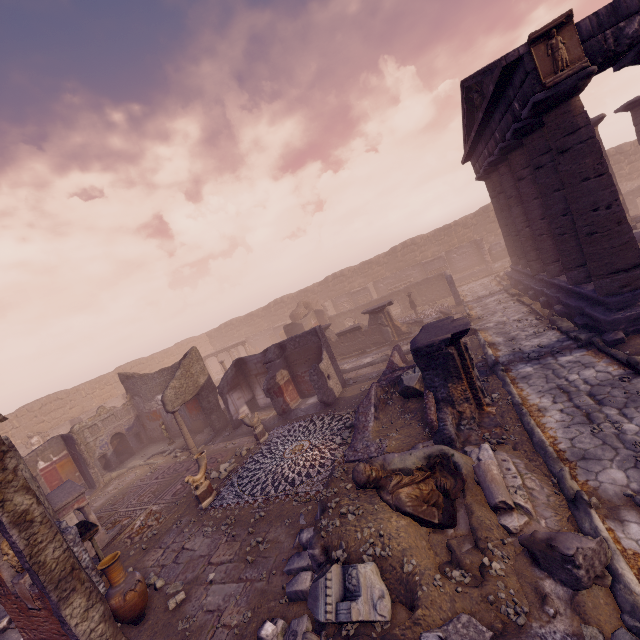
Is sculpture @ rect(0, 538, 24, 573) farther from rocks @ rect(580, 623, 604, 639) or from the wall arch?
the wall arch

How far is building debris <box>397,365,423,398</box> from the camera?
8.8m

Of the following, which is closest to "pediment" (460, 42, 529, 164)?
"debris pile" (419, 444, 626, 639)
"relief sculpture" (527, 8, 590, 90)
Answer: "relief sculpture" (527, 8, 590, 90)

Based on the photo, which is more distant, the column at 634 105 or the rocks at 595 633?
the column at 634 105

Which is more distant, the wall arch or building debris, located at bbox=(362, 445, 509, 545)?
the wall arch

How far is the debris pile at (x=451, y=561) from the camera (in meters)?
4.11

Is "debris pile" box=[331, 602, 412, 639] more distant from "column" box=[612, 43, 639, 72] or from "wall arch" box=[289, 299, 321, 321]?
"wall arch" box=[289, 299, 321, 321]

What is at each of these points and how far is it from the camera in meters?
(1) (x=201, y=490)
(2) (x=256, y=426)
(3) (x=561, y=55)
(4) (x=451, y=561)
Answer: (1) sculpture, 9.2
(2) sculpture, 11.9
(3) relief sculpture, 7.4
(4) debris pile, 4.3
